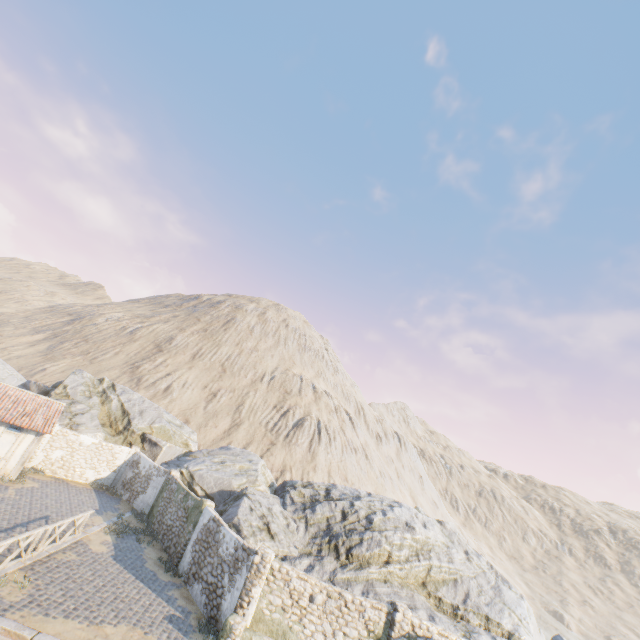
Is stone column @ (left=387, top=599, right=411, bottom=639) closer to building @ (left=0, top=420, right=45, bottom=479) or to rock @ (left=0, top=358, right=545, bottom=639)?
rock @ (left=0, top=358, right=545, bottom=639)

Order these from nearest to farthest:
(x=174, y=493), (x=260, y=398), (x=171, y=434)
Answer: (x=174, y=493)
(x=171, y=434)
(x=260, y=398)

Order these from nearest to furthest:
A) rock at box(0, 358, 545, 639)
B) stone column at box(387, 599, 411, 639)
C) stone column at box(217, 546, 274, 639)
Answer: stone column at box(217, 546, 274, 639) → stone column at box(387, 599, 411, 639) → rock at box(0, 358, 545, 639)

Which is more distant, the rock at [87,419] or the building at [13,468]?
the building at [13,468]

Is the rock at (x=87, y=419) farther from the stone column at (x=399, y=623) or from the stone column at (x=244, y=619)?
the stone column at (x=244, y=619)

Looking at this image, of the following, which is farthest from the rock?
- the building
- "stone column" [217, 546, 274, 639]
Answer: "stone column" [217, 546, 274, 639]

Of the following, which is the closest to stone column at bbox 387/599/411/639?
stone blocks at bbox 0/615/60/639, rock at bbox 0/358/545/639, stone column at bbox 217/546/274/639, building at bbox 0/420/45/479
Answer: rock at bbox 0/358/545/639

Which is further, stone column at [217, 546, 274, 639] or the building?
the building
